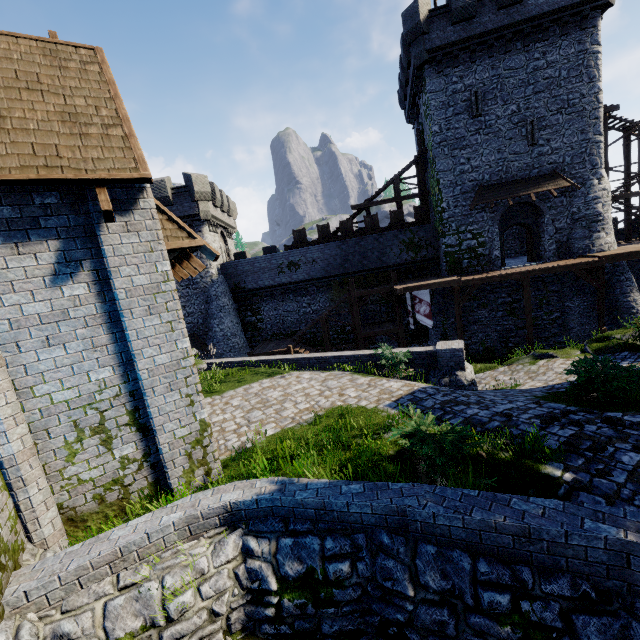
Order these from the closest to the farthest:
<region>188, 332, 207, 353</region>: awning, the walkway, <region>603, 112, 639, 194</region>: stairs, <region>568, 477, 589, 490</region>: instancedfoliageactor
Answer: <region>568, 477, 589, 490</region>: instancedfoliageactor
the walkway
<region>603, 112, 639, 194</region>: stairs
<region>188, 332, 207, 353</region>: awning

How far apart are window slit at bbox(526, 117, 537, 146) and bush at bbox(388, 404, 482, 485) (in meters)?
21.81

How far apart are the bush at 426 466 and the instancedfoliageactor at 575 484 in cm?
129

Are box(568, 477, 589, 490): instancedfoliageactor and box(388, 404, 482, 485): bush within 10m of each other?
yes

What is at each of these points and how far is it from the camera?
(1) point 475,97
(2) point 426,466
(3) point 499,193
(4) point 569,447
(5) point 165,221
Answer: (1) window slit, 20.5m
(2) bush, 5.4m
(3) awning, 21.0m
(4) instancedfoliageactor, 5.6m
(5) awning, 6.5m

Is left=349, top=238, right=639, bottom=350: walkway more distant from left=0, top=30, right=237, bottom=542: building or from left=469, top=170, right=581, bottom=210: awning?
left=0, top=30, right=237, bottom=542: building

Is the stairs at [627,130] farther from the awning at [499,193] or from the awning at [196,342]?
the awning at [196,342]

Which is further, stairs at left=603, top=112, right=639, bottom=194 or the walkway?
stairs at left=603, top=112, right=639, bottom=194
